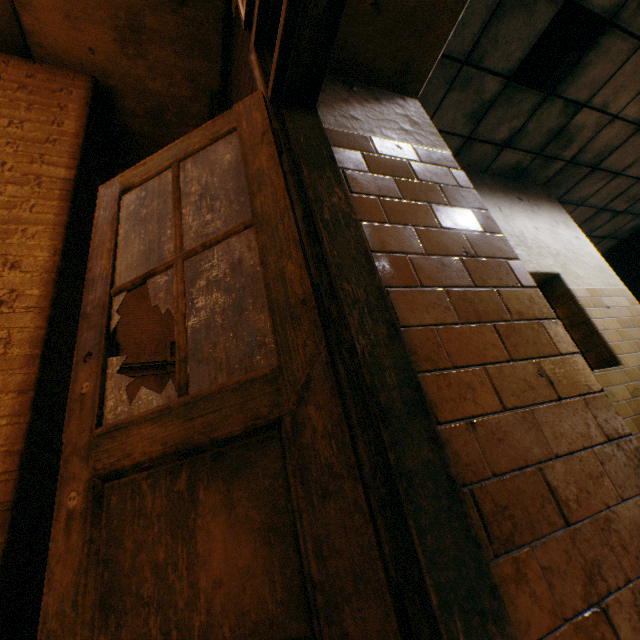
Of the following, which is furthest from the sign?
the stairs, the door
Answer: the stairs

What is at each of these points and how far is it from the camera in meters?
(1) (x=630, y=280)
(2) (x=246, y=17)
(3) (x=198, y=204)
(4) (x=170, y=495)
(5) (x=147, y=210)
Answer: (1) stairs, 8.1 m
(2) sign, 1.5 m
(3) awning, 3.4 m
(4) door, 0.8 m
(5) awning, 3.4 m

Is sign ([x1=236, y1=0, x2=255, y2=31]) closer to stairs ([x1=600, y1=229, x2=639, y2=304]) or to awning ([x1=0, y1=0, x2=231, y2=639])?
awning ([x1=0, y1=0, x2=231, y2=639])

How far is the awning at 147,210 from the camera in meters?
3.2 m

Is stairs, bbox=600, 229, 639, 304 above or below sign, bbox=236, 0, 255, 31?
above

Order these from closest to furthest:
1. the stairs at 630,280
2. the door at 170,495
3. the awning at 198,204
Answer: the door at 170,495 → the awning at 198,204 → the stairs at 630,280

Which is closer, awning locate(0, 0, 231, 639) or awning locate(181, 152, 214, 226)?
awning locate(0, 0, 231, 639)
